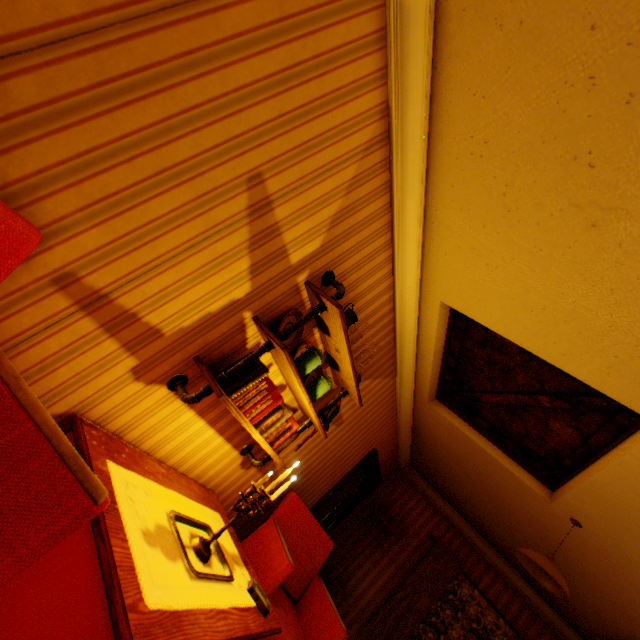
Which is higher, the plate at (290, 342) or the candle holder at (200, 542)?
the plate at (290, 342)

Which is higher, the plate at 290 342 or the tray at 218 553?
the plate at 290 342

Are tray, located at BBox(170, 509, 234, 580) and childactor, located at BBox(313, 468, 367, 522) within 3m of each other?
no

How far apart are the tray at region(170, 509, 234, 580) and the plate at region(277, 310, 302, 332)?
1.1m

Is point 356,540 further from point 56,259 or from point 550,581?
point 56,259

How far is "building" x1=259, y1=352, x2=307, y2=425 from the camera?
2.4m

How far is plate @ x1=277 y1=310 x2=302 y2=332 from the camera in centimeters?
217cm

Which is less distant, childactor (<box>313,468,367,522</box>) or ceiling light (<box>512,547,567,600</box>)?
ceiling light (<box>512,547,567,600</box>)
